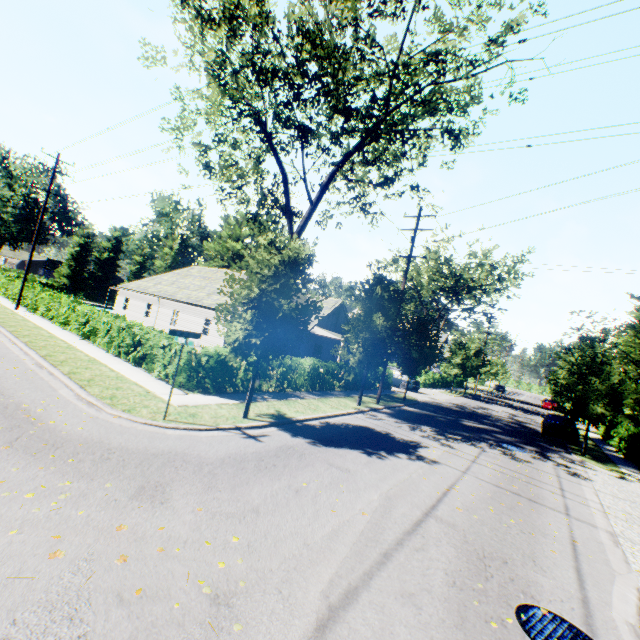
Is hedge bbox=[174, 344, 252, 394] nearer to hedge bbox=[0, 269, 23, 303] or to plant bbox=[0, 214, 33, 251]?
hedge bbox=[0, 269, 23, 303]

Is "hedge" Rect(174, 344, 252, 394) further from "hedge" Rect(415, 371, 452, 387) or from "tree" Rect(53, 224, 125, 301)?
"hedge" Rect(415, 371, 452, 387)

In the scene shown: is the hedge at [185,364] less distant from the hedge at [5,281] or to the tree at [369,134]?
the tree at [369,134]

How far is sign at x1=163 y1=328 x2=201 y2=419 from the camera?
8.6m

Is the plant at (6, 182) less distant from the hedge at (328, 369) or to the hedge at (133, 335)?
the hedge at (328, 369)

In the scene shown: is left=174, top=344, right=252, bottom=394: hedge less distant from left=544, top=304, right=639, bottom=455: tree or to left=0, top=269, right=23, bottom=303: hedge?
left=544, top=304, right=639, bottom=455: tree

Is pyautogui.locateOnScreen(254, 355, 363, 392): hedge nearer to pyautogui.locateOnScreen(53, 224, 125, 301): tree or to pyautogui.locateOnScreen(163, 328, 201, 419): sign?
pyautogui.locateOnScreen(53, 224, 125, 301): tree

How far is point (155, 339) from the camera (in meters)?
13.76
